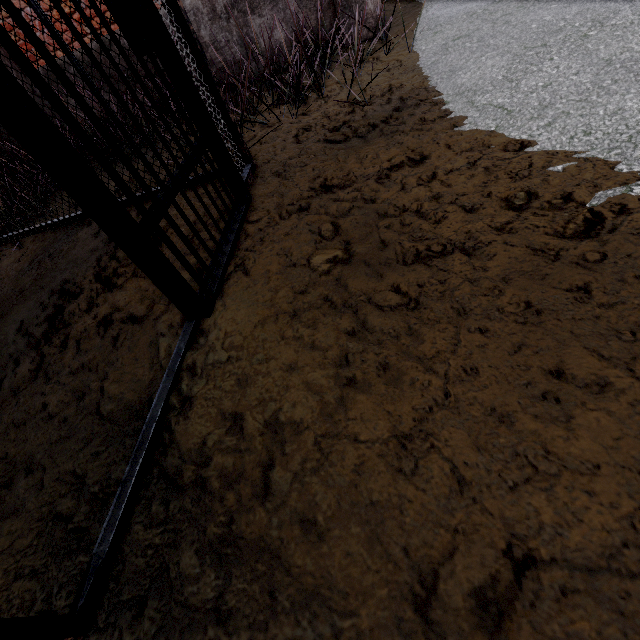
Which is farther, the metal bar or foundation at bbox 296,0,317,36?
foundation at bbox 296,0,317,36

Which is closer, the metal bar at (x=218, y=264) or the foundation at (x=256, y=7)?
the metal bar at (x=218, y=264)

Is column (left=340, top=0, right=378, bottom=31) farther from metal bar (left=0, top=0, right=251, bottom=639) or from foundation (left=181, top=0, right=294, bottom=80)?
metal bar (left=0, top=0, right=251, bottom=639)

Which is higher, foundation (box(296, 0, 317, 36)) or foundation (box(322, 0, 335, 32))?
foundation (box(296, 0, 317, 36))

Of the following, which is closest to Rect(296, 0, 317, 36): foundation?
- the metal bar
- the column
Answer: the column

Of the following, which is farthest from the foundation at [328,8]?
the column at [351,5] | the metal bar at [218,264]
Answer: the metal bar at [218,264]

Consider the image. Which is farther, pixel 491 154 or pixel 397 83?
pixel 397 83
